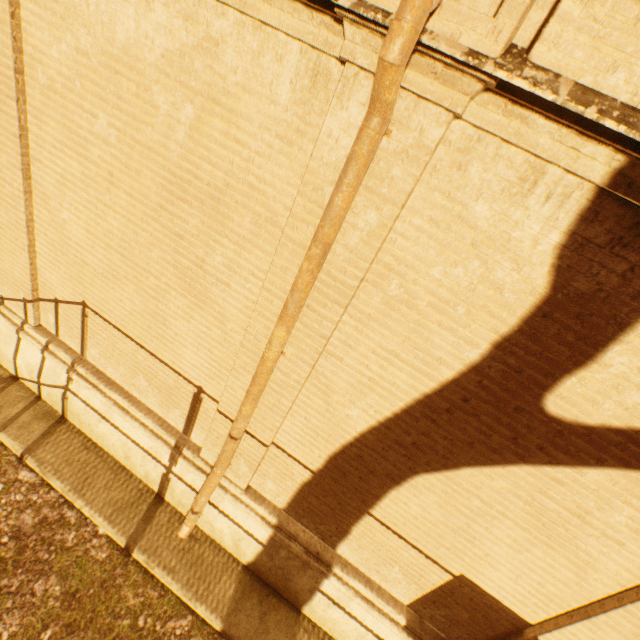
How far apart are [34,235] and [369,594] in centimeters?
616cm
